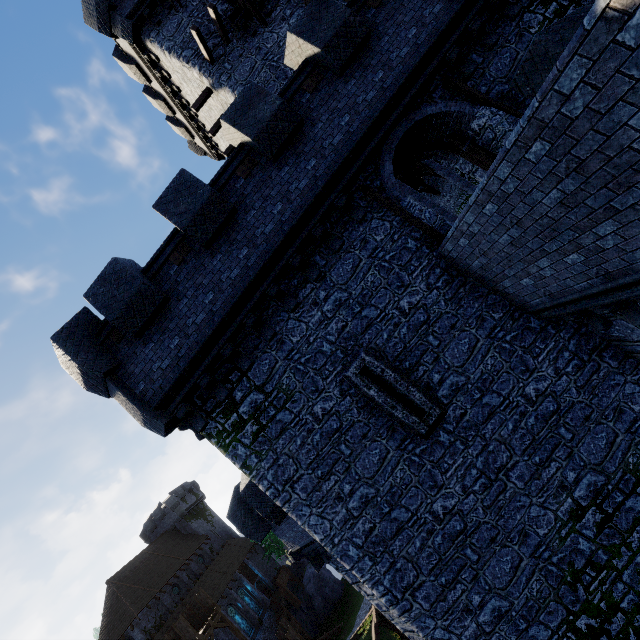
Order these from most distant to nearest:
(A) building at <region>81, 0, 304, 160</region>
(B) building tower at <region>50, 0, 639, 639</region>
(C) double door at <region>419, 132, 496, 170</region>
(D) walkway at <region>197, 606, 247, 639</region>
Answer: (D) walkway at <region>197, 606, 247, 639</region>, (A) building at <region>81, 0, 304, 160</region>, (C) double door at <region>419, 132, 496, 170</region>, (B) building tower at <region>50, 0, 639, 639</region>

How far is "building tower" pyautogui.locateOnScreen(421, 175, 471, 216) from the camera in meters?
22.6

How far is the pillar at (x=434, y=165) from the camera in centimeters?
1756cm

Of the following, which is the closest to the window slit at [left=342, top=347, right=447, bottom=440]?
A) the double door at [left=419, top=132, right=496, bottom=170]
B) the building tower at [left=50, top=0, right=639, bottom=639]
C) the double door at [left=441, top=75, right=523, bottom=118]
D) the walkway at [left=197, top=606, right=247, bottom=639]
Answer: the building tower at [left=50, top=0, right=639, bottom=639]

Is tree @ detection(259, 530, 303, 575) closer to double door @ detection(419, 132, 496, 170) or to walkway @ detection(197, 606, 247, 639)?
walkway @ detection(197, 606, 247, 639)

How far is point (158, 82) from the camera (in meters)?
19.12

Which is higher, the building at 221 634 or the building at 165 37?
the building at 165 37

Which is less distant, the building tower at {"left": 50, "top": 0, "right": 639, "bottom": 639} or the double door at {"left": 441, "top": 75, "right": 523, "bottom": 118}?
the building tower at {"left": 50, "top": 0, "right": 639, "bottom": 639}
